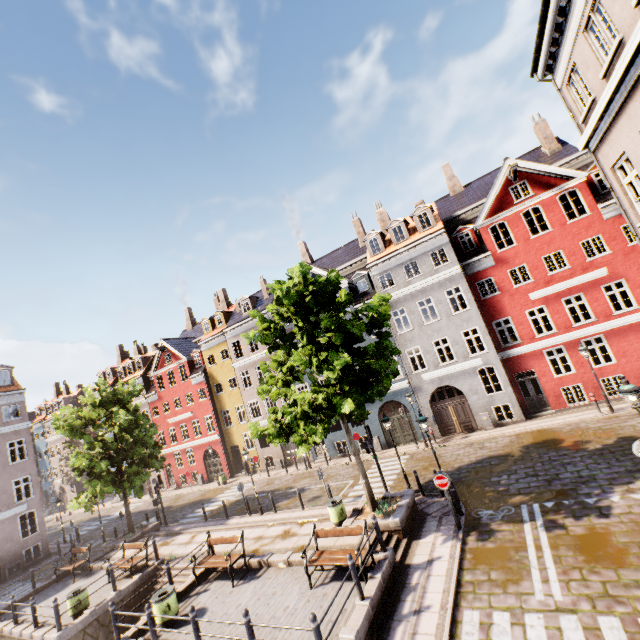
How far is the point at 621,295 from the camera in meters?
26.3 m

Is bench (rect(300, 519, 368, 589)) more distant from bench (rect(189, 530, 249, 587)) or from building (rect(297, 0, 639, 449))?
building (rect(297, 0, 639, 449))

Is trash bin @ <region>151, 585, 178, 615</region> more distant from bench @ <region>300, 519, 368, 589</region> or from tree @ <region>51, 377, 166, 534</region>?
tree @ <region>51, 377, 166, 534</region>

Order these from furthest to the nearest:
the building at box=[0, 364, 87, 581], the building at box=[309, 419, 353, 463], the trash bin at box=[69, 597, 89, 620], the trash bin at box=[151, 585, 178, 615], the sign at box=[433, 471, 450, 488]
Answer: the building at box=[309, 419, 353, 463], the building at box=[0, 364, 87, 581], the trash bin at box=[69, 597, 89, 620], the sign at box=[433, 471, 450, 488], the trash bin at box=[151, 585, 178, 615]

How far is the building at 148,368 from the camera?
30.5 meters

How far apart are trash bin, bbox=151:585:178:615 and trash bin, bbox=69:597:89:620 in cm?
519

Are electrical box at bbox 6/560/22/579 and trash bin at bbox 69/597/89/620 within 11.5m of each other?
no

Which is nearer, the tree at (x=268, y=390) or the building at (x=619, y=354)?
the building at (x=619, y=354)
